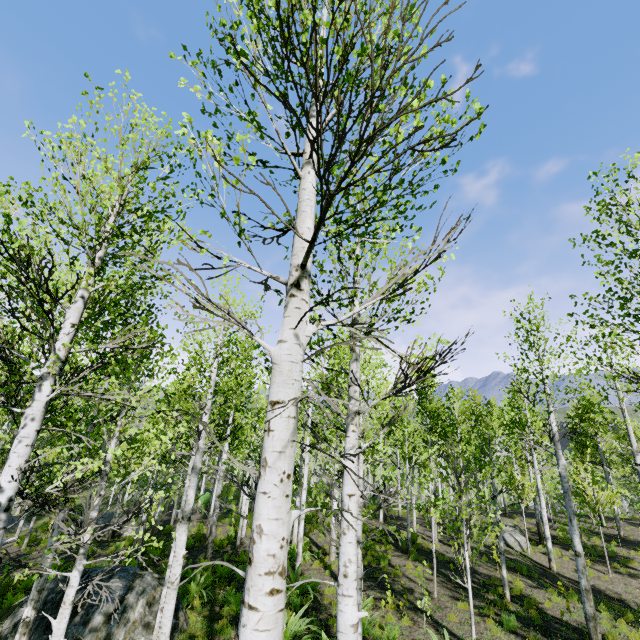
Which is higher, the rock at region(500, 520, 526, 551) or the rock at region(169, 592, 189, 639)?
the rock at region(500, 520, 526, 551)

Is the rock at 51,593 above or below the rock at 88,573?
below

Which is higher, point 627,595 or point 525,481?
point 525,481

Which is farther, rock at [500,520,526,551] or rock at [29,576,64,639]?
rock at [500,520,526,551]

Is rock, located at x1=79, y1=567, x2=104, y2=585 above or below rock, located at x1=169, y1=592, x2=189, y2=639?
above

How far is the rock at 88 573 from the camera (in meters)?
8.35
